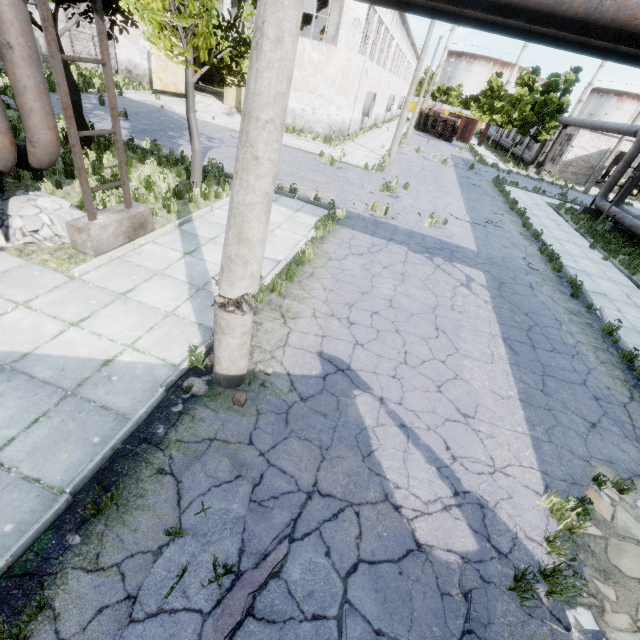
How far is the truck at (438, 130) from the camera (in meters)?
42.59

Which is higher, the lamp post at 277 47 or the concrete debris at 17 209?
the lamp post at 277 47

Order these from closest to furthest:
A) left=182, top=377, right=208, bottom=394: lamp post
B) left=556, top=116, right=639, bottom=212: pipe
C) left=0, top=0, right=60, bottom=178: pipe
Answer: left=182, top=377, right=208, bottom=394: lamp post → left=0, top=0, right=60, bottom=178: pipe → left=556, top=116, right=639, bottom=212: pipe

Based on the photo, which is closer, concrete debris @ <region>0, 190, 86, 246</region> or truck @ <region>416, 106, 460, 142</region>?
concrete debris @ <region>0, 190, 86, 246</region>

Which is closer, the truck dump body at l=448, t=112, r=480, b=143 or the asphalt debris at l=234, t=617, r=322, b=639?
the asphalt debris at l=234, t=617, r=322, b=639

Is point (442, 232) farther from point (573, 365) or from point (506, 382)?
point (506, 382)

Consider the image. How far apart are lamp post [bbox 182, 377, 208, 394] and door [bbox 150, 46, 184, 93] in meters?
27.7 m

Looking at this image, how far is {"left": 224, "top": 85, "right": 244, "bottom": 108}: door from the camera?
24.0m
